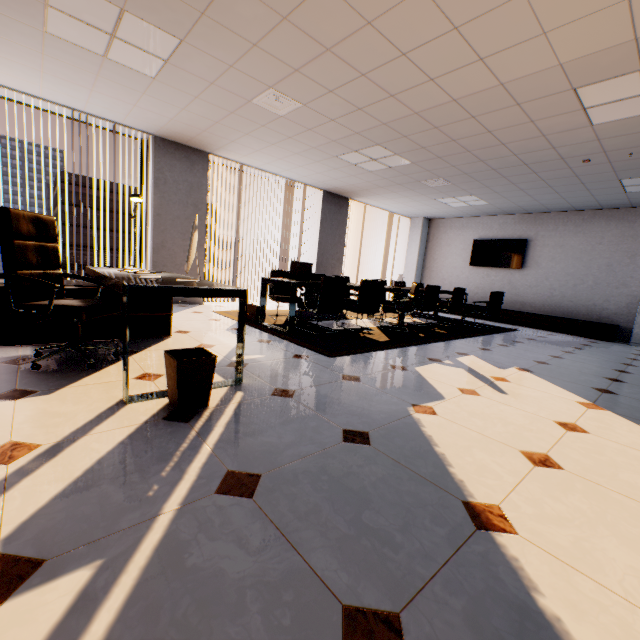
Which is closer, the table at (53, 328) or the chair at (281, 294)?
the table at (53, 328)

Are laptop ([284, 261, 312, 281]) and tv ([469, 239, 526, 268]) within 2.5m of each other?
no

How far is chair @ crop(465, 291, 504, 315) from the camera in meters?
7.1 m

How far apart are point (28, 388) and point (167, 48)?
3.42m

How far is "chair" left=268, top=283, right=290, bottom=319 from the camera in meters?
5.6

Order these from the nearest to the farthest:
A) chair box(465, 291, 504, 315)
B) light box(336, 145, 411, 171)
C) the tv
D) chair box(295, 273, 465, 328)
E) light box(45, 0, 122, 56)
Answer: light box(45, 0, 122, 56), chair box(295, 273, 465, 328), light box(336, 145, 411, 171), chair box(465, 291, 504, 315), the tv

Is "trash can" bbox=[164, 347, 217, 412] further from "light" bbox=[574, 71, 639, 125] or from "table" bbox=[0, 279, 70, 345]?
"light" bbox=[574, 71, 639, 125]

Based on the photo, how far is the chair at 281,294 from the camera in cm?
559
